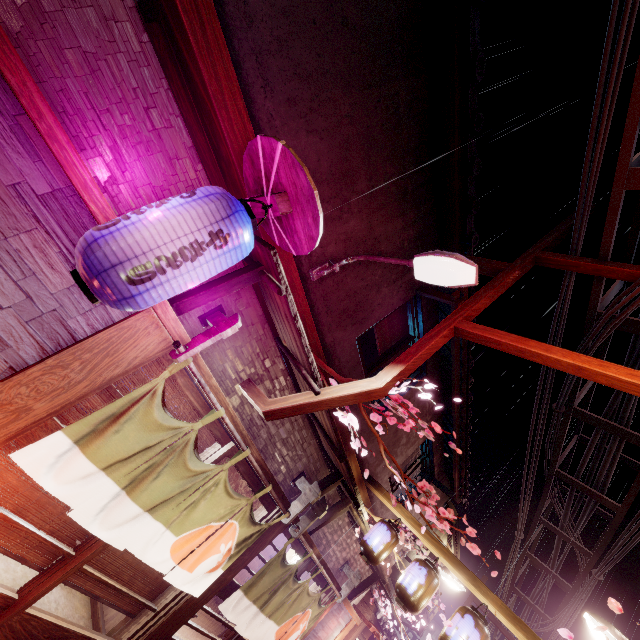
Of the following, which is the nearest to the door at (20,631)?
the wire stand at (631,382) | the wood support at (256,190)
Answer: the wire stand at (631,382)

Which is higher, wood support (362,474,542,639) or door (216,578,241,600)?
wood support (362,474,542,639)

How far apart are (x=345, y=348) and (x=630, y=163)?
7.37m

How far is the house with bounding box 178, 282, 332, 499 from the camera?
6.68m

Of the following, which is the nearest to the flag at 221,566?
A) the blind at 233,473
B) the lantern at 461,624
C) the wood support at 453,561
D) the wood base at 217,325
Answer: the wood base at 217,325

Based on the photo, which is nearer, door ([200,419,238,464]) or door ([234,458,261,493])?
door ([200,419,238,464])

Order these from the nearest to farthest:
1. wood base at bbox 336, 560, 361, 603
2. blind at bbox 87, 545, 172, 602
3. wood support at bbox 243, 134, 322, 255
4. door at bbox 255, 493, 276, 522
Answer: wood support at bbox 243, 134, 322, 255, blind at bbox 87, 545, 172, 602, door at bbox 255, 493, 276, 522, wood base at bbox 336, 560, 361, 603

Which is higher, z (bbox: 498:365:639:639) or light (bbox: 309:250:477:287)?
z (bbox: 498:365:639:639)
